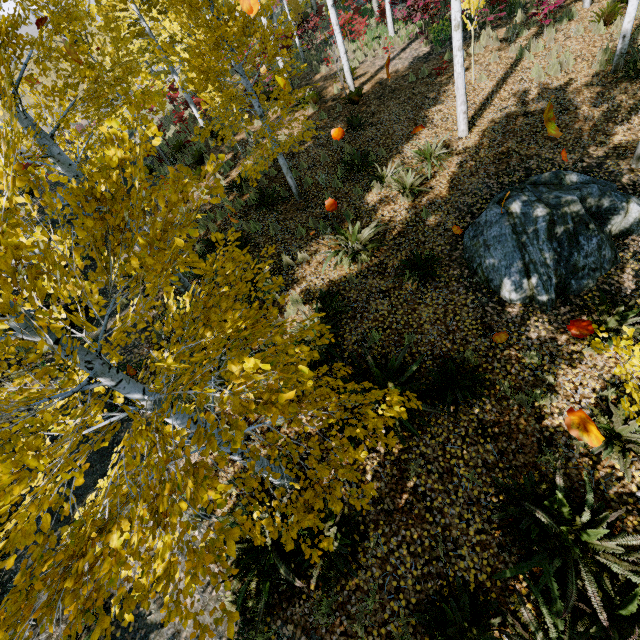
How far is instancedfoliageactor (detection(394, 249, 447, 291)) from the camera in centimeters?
633cm

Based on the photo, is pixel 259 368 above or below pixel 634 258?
above

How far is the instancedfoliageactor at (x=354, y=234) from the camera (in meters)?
6.88

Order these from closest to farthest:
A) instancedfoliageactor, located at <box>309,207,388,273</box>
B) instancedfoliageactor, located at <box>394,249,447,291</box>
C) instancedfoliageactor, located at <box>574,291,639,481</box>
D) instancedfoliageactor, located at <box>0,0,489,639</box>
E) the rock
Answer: instancedfoliageactor, located at <box>0,0,489,639</box> < instancedfoliageactor, located at <box>574,291,639,481</box> < the rock < instancedfoliageactor, located at <box>394,249,447,291</box> < instancedfoliageactor, located at <box>309,207,388,273</box>

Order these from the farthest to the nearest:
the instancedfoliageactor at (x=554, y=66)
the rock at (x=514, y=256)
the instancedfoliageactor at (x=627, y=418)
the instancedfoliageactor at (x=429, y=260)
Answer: the instancedfoliageactor at (x=554, y=66)
the instancedfoliageactor at (x=429, y=260)
the rock at (x=514, y=256)
the instancedfoliageactor at (x=627, y=418)

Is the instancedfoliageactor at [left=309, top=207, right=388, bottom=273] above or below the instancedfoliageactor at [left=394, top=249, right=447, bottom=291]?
above

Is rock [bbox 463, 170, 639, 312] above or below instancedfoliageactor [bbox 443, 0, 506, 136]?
below
